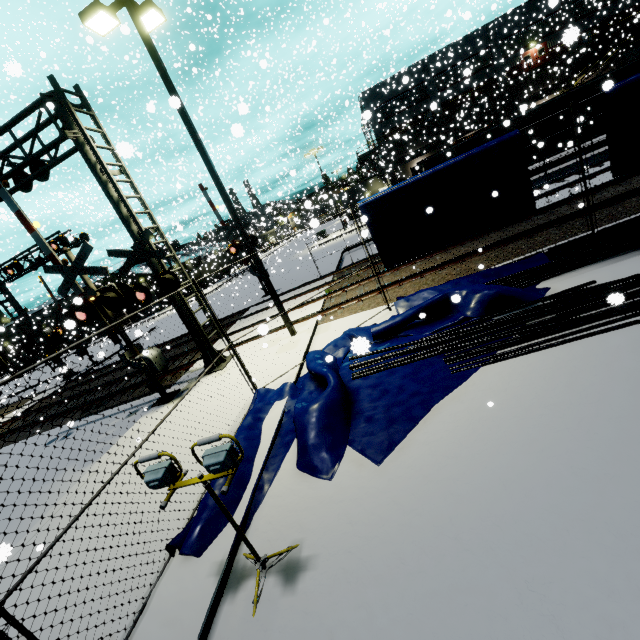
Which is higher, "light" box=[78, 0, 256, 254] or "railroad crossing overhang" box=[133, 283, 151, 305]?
"light" box=[78, 0, 256, 254]

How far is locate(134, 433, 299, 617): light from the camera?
3.02m

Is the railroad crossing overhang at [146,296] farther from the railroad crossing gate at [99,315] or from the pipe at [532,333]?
the pipe at [532,333]

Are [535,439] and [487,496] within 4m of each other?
yes

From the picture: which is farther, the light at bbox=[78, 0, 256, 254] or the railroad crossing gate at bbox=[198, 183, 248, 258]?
the railroad crossing gate at bbox=[198, 183, 248, 258]

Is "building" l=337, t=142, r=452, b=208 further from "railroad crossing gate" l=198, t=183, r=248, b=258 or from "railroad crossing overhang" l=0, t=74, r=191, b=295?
"railroad crossing gate" l=198, t=183, r=248, b=258

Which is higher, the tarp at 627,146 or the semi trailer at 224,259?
the semi trailer at 224,259

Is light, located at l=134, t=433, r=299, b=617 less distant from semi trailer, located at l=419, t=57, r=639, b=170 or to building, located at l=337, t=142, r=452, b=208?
semi trailer, located at l=419, t=57, r=639, b=170
